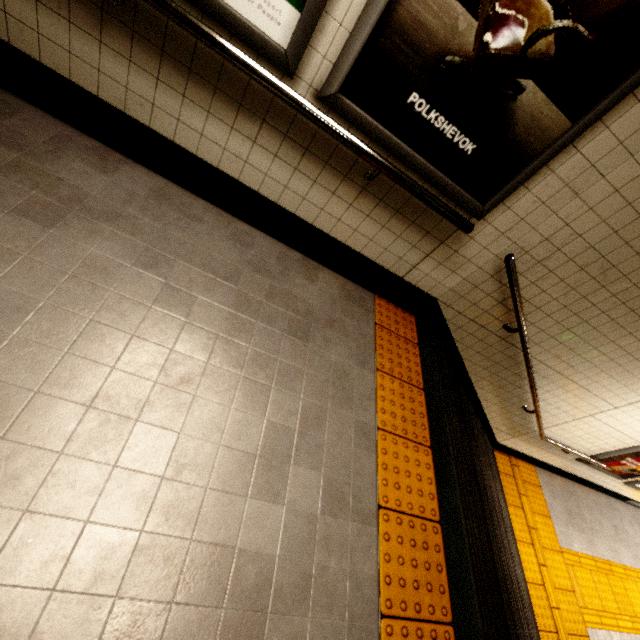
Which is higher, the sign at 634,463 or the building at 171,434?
the building at 171,434

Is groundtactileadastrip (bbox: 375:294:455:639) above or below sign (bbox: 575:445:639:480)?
above

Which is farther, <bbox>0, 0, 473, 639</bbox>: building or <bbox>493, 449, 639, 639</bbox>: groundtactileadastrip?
<bbox>493, 449, 639, 639</bbox>: groundtactileadastrip

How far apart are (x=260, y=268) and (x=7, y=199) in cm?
137

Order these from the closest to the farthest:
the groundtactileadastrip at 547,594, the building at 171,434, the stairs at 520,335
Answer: the building at 171,434 < the stairs at 520,335 < the groundtactileadastrip at 547,594

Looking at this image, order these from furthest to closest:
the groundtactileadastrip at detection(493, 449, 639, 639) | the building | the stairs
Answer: the groundtactileadastrip at detection(493, 449, 639, 639) → the stairs → the building

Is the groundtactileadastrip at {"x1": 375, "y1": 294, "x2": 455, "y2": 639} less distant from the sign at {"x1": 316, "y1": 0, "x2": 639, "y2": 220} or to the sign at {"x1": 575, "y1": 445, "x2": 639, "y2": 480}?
the sign at {"x1": 316, "y1": 0, "x2": 639, "y2": 220}

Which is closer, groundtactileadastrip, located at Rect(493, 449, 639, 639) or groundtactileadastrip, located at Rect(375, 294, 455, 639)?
groundtactileadastrip, located at Rect(375, 294, 455, 639)
